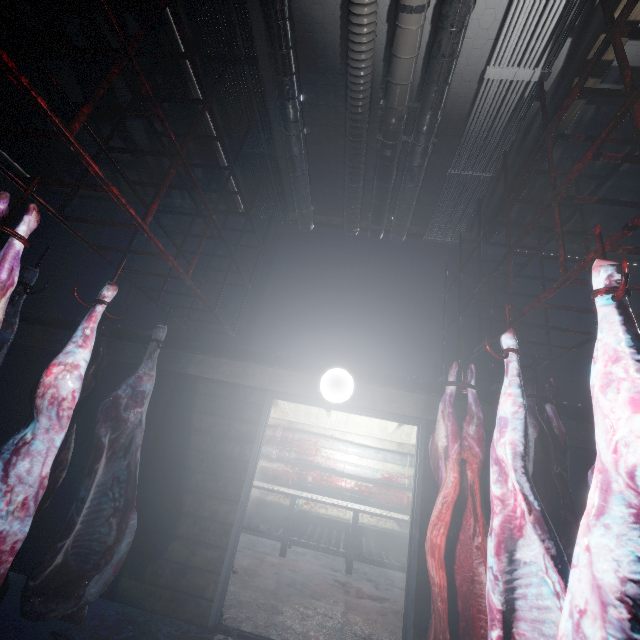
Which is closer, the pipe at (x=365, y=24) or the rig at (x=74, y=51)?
the rig at (x=74, y=51)

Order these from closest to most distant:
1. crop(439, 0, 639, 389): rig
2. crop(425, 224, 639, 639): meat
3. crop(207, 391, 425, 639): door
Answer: crop(425, 224, 639, 639): meat → crop(439, 0, 639, 389): rig → crop(207, 391, 425, 639): door

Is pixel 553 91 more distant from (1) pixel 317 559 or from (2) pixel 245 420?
(1) pixel 317 559

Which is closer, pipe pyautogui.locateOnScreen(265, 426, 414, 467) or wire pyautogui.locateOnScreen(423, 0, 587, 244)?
wire pyautogui.locateOnScreen(423, 0, 587, 244)

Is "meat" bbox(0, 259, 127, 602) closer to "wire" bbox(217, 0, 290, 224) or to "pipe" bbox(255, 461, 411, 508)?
"wire" bbox(217, 0, 290, 224)

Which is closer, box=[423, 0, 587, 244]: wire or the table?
box=[423, 0, 587, 244]: wire

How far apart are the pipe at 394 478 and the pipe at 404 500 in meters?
0.1

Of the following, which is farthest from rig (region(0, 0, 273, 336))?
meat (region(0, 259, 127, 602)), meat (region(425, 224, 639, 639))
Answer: meat (region(425, 224, 639, 639))
